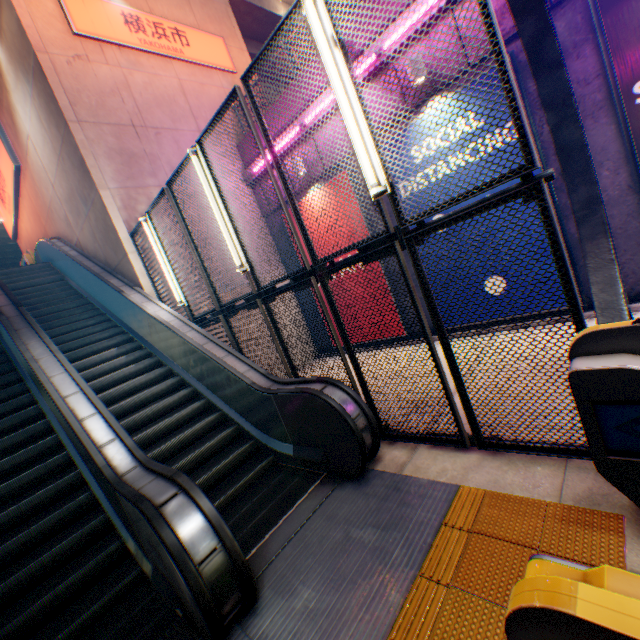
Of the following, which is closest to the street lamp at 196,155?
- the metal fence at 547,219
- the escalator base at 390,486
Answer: the metal fence at 547,219

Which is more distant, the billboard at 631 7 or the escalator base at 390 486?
the billboard at 631 7

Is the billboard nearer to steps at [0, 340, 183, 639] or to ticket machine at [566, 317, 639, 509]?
ticket machine at [566, 317, 639, 509]

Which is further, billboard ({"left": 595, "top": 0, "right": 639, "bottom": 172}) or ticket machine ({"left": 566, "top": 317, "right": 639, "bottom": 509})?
billboard ({"left": 595, "top": 0, "right": 639, "bottom": 172})

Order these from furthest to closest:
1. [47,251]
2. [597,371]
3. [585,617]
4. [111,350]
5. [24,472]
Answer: [47,251], [111,350], [24,472], [597,371], [585,617]

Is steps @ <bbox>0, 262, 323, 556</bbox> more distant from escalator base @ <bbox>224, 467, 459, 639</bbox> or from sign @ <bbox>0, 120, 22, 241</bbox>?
sign @ <bbox>0, 120, 22, 241</bbox>

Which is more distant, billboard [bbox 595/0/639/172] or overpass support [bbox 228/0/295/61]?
overpass support [bbox 228/0/295/61]

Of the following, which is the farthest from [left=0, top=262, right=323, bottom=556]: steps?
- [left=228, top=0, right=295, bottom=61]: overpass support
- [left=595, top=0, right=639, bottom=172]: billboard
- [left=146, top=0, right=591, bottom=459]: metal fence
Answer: [left=228, top=0, right=295, bottom=61]: overpass support
